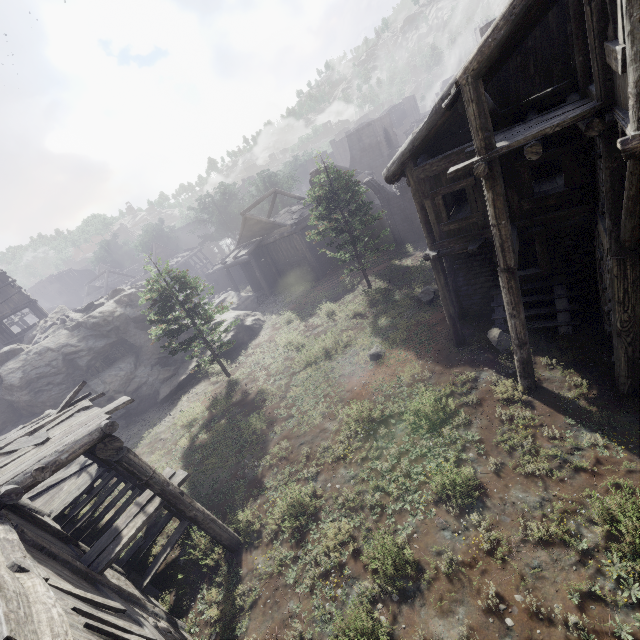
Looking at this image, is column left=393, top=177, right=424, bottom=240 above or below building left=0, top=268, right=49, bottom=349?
below

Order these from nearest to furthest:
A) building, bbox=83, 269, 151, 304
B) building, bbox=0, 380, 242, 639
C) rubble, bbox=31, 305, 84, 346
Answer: building, bbox=0, 380, 242, 639 < rubble, bbox=31, 305, 84, 346 < building, bbox=83, 269, 151, 304

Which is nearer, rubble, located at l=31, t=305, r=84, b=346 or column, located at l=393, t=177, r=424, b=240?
rubble, located at l=31, t=305, r=84, b=346

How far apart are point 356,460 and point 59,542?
8.2m

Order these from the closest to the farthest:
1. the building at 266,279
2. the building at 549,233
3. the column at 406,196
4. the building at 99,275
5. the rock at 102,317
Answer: the building at 549,233 → the rock at 102,317 → the column at 406,196 → the building at 266,279 → the building at 99,275

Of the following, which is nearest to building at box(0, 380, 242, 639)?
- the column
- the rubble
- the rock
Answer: the rock

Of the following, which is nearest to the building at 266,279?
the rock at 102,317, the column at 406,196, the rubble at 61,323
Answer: the rock at 102,317
